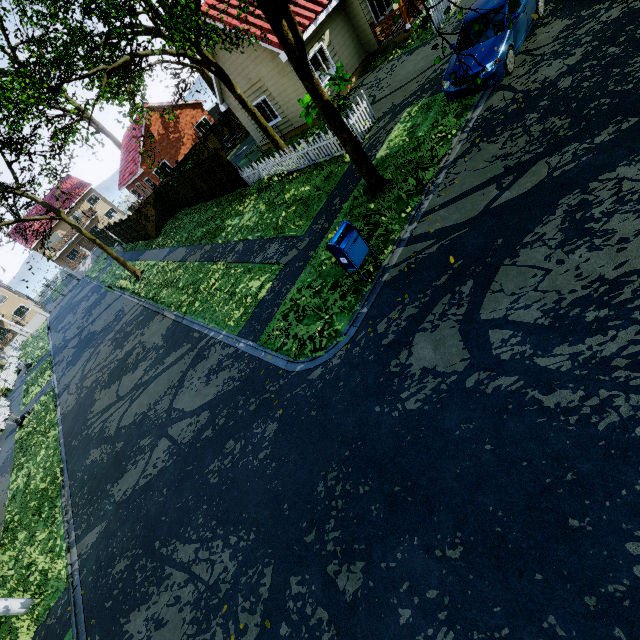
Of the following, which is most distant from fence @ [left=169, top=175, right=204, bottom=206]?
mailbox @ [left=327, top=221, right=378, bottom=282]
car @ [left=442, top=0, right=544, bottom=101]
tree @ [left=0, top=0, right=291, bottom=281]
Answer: mailbox @ [left=327, top=221, right=378, bottom=282]

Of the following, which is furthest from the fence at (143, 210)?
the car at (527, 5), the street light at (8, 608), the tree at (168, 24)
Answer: the car at (527, 5)

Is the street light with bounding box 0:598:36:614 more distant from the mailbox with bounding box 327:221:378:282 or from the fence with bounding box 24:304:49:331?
the mailbox with bounding box 327:221:378:282

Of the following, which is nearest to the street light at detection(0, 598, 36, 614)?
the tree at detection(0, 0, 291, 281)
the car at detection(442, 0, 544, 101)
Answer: the tree at detection(0, 0, 291, 281)

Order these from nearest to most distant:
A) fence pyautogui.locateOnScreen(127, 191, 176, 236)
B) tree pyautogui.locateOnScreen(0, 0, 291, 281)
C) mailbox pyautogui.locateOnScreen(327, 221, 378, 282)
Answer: mailbox pyautogui.locateOnScreen(327, 221, 378, 282) < tree pyautogui.locateOnScreen(0, 0, 291, 281) < fence pyautogui.locateOnScreen(127, 191, 176, 236)

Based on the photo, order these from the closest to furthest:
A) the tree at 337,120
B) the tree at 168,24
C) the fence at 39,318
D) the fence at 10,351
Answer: the tree at 337,120 → the tree at 168,24 → the fence at 10,351 → the fence at 39,318

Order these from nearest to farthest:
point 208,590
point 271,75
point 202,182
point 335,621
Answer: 1. point 335,621
2. point 208,590
3. point 271,75
4. point 202,182

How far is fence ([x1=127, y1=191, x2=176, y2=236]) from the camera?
25.2m
